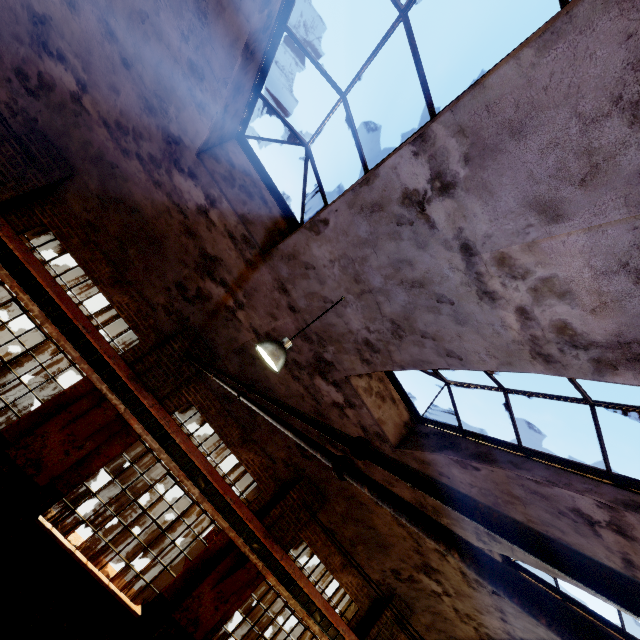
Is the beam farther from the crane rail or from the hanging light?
the hanging light

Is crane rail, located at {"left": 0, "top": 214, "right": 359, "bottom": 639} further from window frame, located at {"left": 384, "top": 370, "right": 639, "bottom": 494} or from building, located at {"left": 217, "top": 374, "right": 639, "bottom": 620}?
window frame, located at {"left": 384, "top": 370, "right": 639, "bottom": 494}

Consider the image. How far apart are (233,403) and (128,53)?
7.2m

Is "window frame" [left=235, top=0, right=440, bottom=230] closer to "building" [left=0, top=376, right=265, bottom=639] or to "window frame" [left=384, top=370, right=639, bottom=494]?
"building" [left=0, top=376, right=265, bottom=639]

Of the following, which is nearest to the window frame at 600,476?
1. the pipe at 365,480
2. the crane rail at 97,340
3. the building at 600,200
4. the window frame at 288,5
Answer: the building at 600,200

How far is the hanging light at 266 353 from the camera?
4.56m

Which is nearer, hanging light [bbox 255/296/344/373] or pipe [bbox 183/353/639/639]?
pipe [bbox 183/353/639/639]

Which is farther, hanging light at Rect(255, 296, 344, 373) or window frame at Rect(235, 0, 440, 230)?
hanging light at Rect(255, 296, 344, 373)
